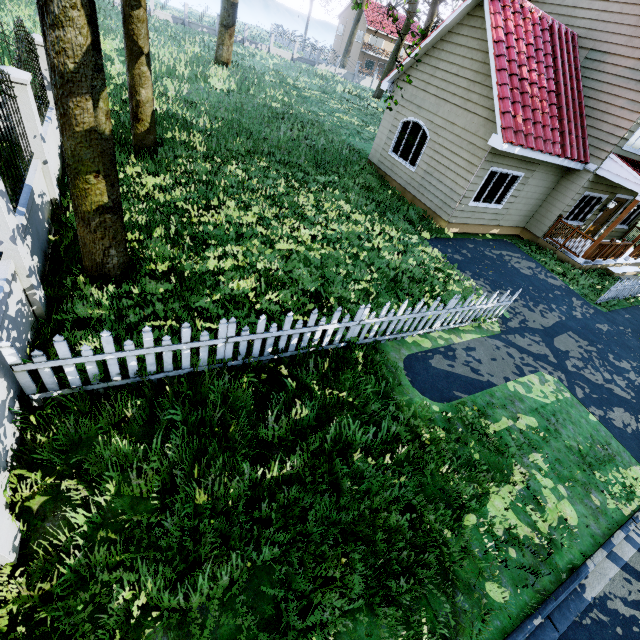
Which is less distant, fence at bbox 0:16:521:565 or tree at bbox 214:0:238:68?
fence at bbox 0:16:521:565

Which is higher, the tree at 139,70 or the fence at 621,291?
the tree at 139,70

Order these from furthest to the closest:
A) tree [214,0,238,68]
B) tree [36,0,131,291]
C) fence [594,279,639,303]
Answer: tree [214,0,238,68] < fence [594,279,639,303] < tree [36,0,131,291]

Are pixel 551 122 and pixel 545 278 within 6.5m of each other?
yes

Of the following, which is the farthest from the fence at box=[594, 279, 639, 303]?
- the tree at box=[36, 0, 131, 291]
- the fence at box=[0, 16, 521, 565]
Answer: the fence at box=[0, 16, 521, 565]

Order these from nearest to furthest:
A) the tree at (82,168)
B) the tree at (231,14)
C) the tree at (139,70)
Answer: the tree at (82,168)
the tree at (139,70)
the tree at (231,14)
